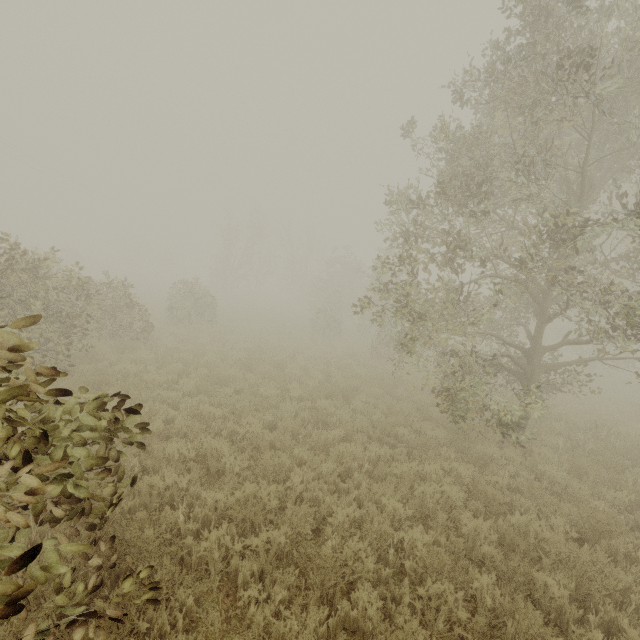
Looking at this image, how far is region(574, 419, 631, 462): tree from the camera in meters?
8.9 m

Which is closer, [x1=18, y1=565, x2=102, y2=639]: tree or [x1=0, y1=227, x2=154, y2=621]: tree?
[x1=0, y1=227, x2=154, y2=621]: tree

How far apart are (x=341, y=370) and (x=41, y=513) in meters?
12.6

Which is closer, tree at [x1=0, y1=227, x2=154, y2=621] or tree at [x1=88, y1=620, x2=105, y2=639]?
tree at [x1=0, y1=227, x2=154, y2=621]

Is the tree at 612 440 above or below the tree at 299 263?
below

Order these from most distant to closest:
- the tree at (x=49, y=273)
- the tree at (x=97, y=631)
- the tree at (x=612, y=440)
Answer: the tree at (x=612, y=440) → the tree at (x=97, y=631) → the tree at (x=49, y=273)

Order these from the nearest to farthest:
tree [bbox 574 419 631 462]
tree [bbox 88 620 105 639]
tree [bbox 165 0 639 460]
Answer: tree [bbox 88 620 105 639], tree [bbox 165 0 639 460], tree [bbox 574 419 631 462]
